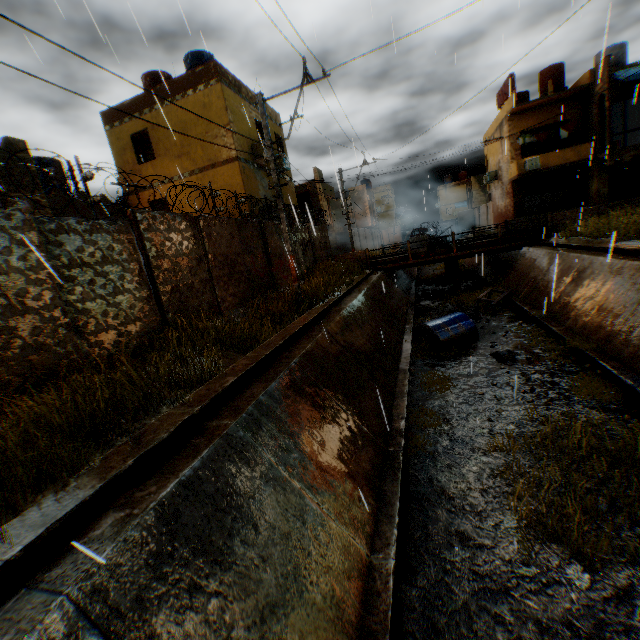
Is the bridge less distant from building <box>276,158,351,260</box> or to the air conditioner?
building <box>276,158,351,260</box>

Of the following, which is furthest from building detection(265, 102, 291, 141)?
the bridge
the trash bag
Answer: the trash bag

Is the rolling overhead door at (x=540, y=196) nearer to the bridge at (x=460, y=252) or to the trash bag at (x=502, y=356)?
the bridge at (x=460, y=252)

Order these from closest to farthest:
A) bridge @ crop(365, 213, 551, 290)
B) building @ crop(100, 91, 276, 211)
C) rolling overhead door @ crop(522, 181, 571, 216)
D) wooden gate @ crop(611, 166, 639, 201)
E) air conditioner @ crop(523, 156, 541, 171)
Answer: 1. building @ crop(100, 91, 276, 211)
2. bridge @ crop(365, 213, 551, 290)
3. wooden gate @ crop(611, 166, 639, 201)
4. air conditioner @ crop(523, 156, 541, 171)
5. rolling overhead door @ crop(522, 181, 571, 216)

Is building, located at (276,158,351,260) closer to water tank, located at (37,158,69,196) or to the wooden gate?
the wooden gate

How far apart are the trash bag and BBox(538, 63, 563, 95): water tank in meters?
25.9 m

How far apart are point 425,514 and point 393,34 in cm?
1235

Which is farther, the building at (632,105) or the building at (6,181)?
the building at (632,105)
